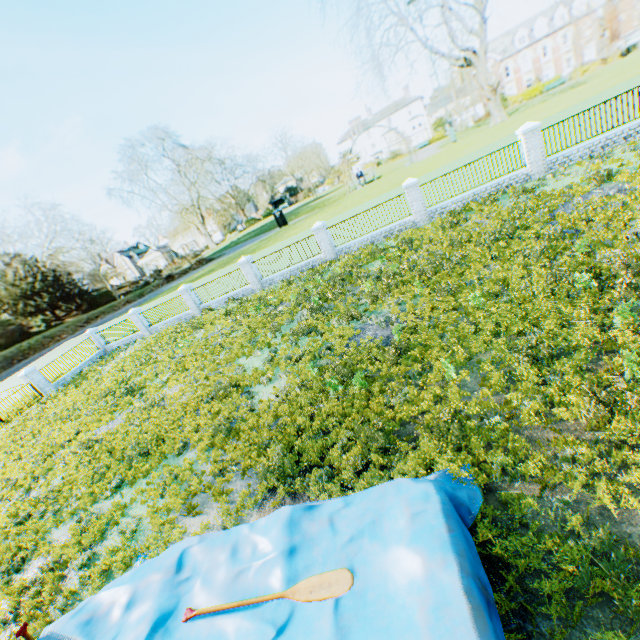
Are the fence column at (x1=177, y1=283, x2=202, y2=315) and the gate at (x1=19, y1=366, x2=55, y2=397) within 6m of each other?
no

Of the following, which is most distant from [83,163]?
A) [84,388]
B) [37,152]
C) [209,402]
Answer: [209,402]

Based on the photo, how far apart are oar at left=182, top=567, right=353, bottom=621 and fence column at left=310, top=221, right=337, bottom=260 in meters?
17.3

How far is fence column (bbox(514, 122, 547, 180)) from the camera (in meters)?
14.73

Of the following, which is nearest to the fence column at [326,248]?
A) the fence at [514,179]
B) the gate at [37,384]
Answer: the fence at [514,179]

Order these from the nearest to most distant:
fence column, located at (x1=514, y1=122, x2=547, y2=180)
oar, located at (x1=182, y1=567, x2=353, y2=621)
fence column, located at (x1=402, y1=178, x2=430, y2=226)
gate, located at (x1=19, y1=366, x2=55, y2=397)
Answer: oar, located at (x1=182, y1=567, x2=353, y2=621), fence column, located at (x1=514, y1=122, x2=547, y2=180), fence column, located at (x1=402, y1=178, x2=430, y2=226), gate, located at (x1=19, y1=366, x2=55, y2=397)

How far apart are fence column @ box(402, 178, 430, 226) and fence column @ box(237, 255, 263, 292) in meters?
10.3 m

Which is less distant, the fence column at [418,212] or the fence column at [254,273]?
the fence column at [418,212]
